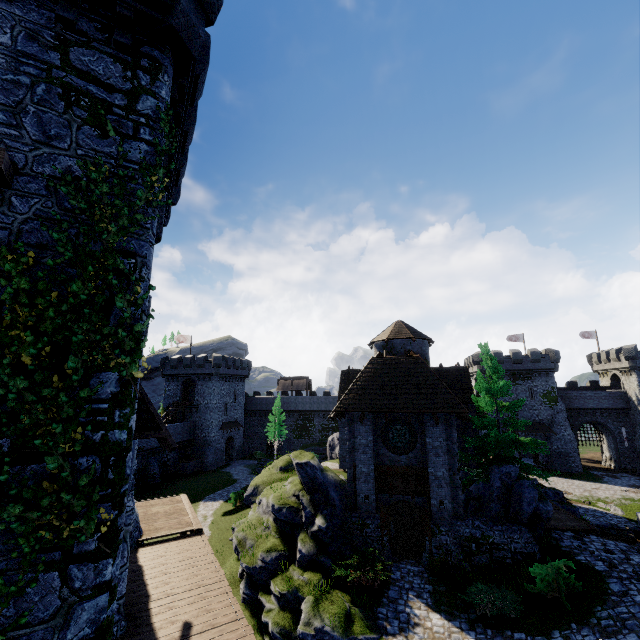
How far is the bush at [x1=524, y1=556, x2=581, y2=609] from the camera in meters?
12.4 m

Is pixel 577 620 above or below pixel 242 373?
below

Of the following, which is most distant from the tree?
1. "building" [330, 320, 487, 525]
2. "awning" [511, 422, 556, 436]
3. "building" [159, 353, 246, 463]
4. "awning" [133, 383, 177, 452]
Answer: "building" [159, 353, 246, 463]

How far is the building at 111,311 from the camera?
6.1m

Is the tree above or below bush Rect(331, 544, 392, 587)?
above

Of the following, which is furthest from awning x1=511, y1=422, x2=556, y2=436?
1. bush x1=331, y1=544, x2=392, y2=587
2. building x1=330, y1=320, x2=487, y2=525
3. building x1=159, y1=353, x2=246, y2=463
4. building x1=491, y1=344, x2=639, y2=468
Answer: building x1=159, y1=353, x2=246, y2=463

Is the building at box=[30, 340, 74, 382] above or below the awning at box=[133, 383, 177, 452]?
above

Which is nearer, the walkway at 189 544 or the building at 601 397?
the walkway at 189 544
